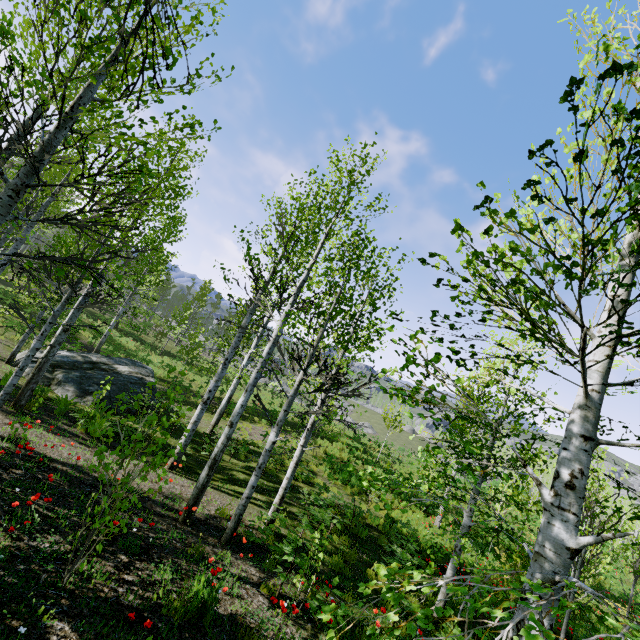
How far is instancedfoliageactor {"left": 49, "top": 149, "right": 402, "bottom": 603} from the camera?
4.00m

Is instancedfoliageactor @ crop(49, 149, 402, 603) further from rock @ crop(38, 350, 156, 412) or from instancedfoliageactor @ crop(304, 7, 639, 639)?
instancedfoliageactor @ crop(304, 7, 639, 639)

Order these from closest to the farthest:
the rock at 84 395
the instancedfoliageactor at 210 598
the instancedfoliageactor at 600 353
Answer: the instancedfoliageactor at 600 353, the instancedfoliageactor at 210 598, the rock at 84 395

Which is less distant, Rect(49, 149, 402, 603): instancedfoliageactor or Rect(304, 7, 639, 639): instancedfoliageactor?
Rect(304, 7, 639, 639): instancedfoliageactor

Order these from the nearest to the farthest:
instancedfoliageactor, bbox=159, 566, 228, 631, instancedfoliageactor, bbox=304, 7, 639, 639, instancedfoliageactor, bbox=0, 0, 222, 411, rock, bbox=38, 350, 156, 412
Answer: instancedfoliageactor, bbox=304, 7, 639, 639 → instancedfoliageactor, bbox=0, 0, 222, 411 → instancedfoliageactor, bbox=159, 566, 228, 631 → rock, bbox=38, 350, 156, 412

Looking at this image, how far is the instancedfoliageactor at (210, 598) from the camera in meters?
3.9 m

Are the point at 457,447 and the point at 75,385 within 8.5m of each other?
no
